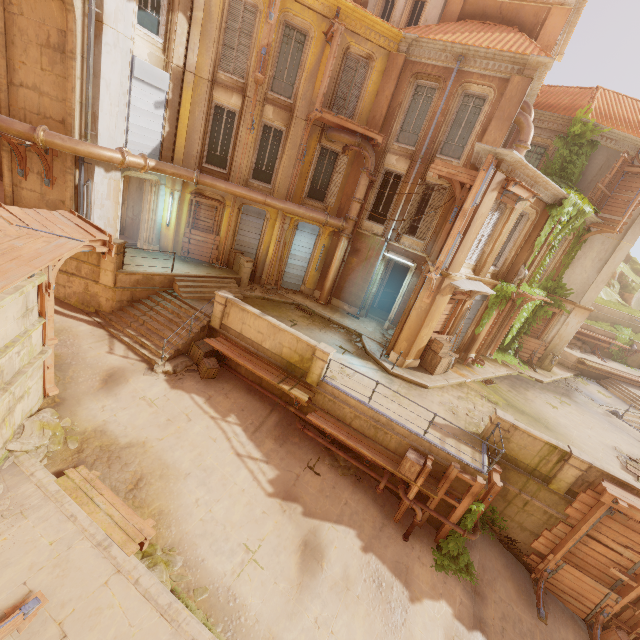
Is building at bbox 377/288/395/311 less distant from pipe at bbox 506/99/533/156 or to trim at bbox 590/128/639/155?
trim at bbox 590/128/639/155

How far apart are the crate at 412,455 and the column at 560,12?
17.5 meters

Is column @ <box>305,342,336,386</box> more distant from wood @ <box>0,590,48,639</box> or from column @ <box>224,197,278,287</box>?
wood @ <box>0,590,48,639</box>

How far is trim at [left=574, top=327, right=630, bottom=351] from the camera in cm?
2348

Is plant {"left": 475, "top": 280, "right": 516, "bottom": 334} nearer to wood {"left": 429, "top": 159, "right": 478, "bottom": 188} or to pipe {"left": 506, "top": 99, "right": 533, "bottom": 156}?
pipe {"left": 506, "top": 99, "right": 533, "bottom": 156}

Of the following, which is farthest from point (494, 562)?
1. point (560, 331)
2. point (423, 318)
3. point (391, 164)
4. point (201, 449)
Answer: point (391, 164)

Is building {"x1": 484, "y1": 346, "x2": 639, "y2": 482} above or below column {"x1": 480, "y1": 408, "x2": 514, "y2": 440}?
below

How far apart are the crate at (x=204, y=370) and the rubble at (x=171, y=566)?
5.6 meters
